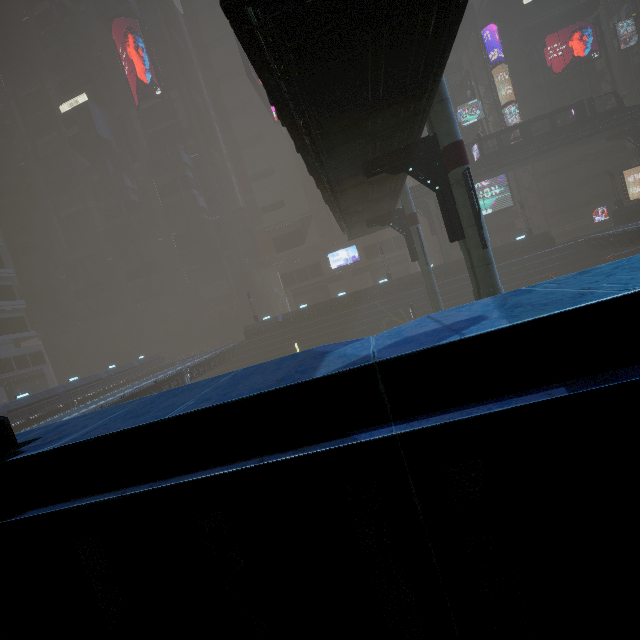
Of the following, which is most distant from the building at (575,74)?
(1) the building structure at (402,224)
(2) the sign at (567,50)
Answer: (1) the building structure at (402,224)

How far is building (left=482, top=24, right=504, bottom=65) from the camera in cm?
4684

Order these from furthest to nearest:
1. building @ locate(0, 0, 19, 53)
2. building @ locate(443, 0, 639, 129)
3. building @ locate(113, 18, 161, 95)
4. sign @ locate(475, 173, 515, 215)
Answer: building @ locate(0, 0, 19, 53)
building @ locate(113, 18, 161, 95)
sign @ locate(475, 173, 515, 215)
building @ locate(443, 0, 639, 129)

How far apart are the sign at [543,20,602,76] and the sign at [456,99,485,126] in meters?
9.0

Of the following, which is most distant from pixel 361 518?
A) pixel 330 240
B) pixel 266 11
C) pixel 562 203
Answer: pixel 562 203

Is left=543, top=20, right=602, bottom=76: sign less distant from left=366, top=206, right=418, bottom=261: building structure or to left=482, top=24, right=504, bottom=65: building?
left=482, top=24, right=504, bottom=65: building

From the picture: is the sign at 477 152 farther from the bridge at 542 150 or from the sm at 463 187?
the sm at 463 187
